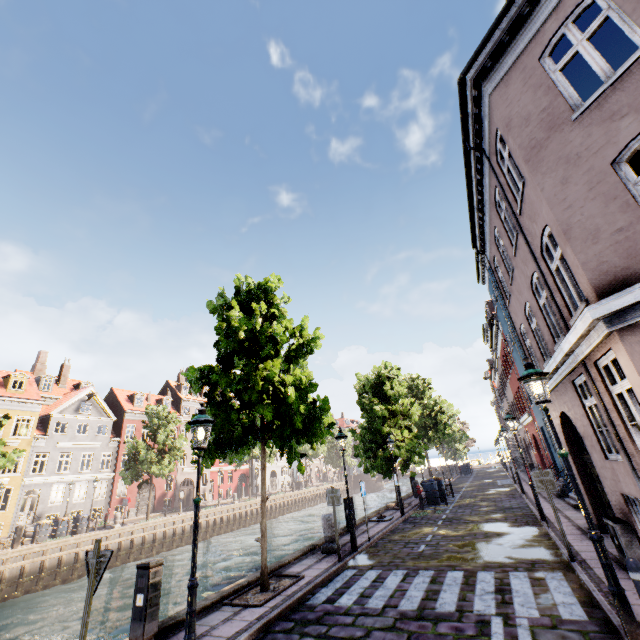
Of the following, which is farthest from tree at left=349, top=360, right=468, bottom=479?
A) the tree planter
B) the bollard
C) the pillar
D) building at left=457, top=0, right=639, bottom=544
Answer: the bollard

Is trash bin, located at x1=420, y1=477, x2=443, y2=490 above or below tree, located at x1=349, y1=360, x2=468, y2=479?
below

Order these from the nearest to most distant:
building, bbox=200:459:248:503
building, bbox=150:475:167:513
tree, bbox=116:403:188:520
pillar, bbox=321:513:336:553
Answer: pillar, bbox=321:513:336:553, tree, bbox=116:403:188:520, building, bbox=150:475:167:513, building, bbox=200:459:248:503

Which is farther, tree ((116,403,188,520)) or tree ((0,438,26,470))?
tree ((116,403,188,520))

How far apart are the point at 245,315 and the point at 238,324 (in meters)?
0.58

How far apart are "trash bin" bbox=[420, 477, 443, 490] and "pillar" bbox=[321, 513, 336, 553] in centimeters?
1101cm

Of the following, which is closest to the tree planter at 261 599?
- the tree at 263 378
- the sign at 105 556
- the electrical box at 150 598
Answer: the tree at 263 378

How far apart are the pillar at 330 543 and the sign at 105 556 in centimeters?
839cm
